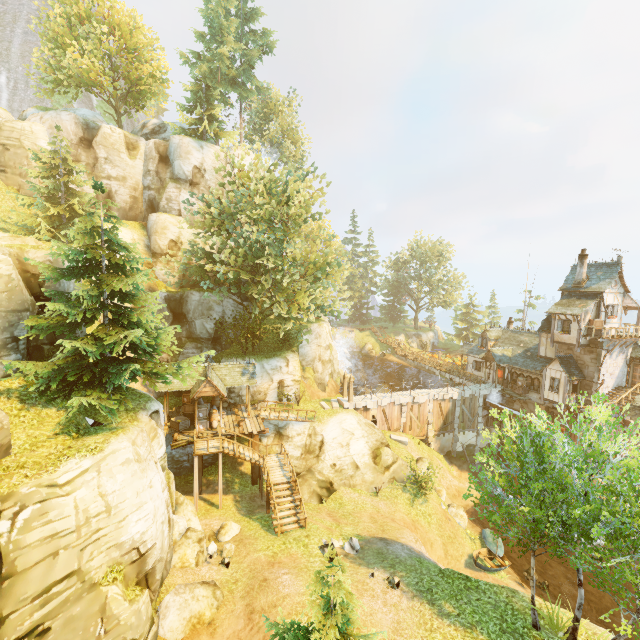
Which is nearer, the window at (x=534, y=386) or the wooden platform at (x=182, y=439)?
the wooden platform at (x=182, y=439)

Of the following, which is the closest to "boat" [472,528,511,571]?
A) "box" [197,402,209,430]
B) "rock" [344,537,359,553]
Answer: "rock" [344,537,359,553]

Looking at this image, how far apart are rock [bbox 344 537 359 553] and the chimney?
29.39m

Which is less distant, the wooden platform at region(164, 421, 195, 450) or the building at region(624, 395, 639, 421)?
the wooden platform at region(164, 421, 195, 450)

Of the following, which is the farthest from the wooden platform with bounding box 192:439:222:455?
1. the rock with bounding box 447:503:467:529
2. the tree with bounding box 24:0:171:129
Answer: the rock with bounding box 447:503:467:529

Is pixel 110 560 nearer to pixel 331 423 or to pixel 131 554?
pixel 131 554

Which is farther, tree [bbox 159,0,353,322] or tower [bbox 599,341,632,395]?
tower [bbox 599,341,632,395]

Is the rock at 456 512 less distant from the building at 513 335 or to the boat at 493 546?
the boat at 493 546
